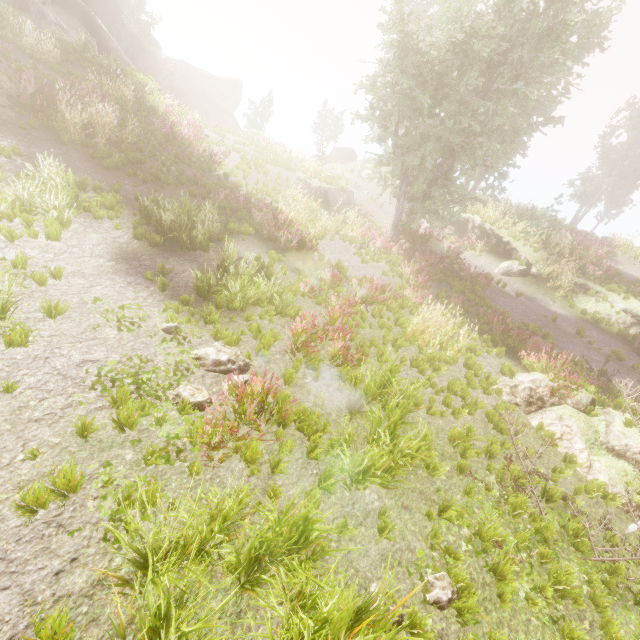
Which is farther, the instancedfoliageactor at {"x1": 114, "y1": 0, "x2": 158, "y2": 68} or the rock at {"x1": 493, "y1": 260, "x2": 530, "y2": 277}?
the instancedfoliageactor at {"x1": 114, "y1": 0, "x2": 158, "y2": 68}

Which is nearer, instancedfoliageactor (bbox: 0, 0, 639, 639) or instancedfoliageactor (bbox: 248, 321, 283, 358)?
instancedfoliageactor (bbox: 0, 0, 639, 639)

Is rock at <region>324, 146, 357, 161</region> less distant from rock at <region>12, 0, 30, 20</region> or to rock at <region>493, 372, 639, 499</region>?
rock at <region>12, 0, 30, 20</region>

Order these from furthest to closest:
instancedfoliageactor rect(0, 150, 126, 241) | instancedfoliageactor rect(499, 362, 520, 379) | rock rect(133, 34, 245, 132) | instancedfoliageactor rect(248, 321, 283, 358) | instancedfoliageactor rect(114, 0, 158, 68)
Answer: rock rect(133, 34, 245, 132)
instancedfoliageactor rect(114, 0, 158, 68)
instancedfoliageactor rect(499, 362, 520, 379)
instancedfoliageactor rect(0, 150, 126, 241)
instancedfoliageactor rect(248, 321, 283, 358)

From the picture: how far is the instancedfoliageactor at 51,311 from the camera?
5.1m

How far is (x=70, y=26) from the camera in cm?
2653

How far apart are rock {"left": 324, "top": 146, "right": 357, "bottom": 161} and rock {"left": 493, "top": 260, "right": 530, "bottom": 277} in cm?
2315

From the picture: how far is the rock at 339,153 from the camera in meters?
35.7
